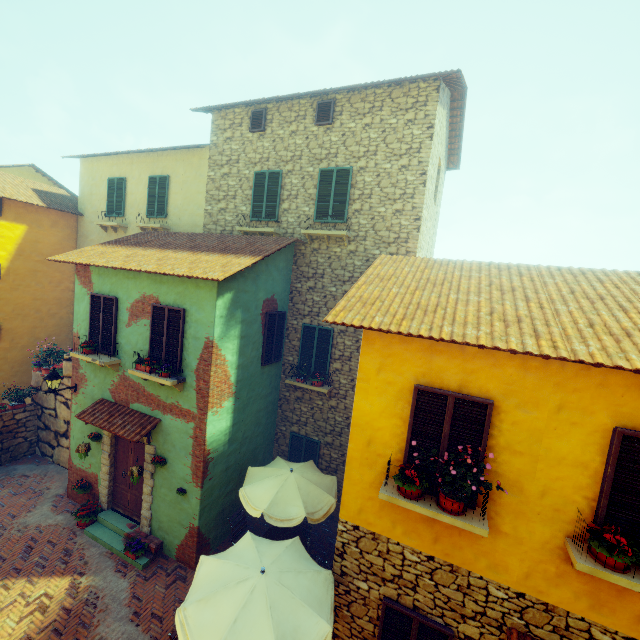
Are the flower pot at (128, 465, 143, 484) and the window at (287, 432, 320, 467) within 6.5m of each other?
yes

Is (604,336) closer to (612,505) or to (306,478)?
(612,505)

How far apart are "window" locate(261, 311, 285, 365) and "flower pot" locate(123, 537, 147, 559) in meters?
5.6 m

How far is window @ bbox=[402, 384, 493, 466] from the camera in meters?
4.7

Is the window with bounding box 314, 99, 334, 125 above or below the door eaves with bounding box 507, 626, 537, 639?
above

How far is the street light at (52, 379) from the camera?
9.23m

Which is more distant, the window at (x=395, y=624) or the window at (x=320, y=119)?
the window at (x=320, y=119)

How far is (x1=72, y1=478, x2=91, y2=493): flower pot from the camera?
9.67m
